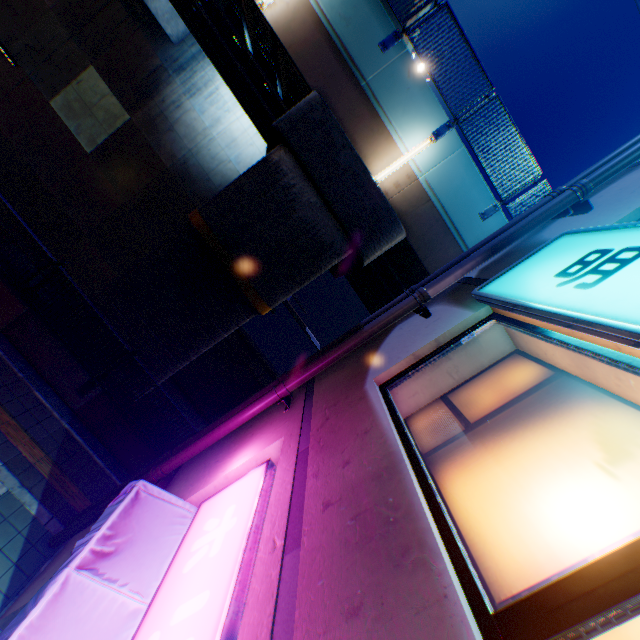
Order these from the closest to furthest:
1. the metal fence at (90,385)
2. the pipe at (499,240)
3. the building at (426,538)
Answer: the building at (426,538) → the pipe at (499,240) → the metal fence at (90,385)

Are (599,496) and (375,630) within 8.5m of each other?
yes

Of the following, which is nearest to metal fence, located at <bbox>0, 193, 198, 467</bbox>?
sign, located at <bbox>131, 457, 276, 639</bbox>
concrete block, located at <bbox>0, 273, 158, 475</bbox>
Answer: concrete block, located at <bbox>0, 273, 158, 475</bbox>

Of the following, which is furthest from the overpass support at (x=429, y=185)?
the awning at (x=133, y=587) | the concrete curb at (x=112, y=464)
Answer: the awning at (x=133, y=587)

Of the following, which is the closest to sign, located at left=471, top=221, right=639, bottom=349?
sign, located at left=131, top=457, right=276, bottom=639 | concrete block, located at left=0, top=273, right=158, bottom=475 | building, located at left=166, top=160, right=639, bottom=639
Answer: building, located at left=166, top=160, right=639, bottom=639

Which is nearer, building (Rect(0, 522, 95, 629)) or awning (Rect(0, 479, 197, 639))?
awning (Rect(0, 479, 197, 639))

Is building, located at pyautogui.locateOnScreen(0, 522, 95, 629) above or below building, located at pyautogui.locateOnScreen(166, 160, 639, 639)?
below

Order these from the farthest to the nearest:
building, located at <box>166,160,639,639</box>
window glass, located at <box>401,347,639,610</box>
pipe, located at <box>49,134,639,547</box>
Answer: pipe, located at <box>49,134,639,547</box> < window glass, located at <box>401,347,639,610</box> < building, located at <box>166,160,639,639</box>
